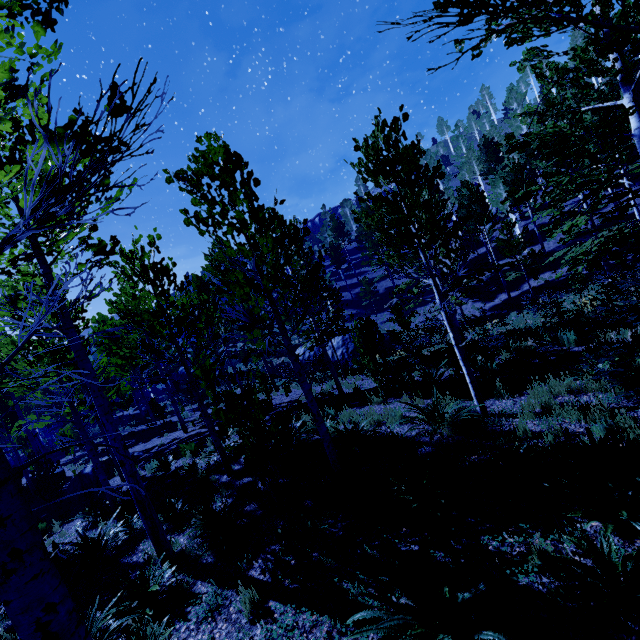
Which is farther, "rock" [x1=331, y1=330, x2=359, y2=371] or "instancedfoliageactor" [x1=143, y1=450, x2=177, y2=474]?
"rock" [x1=331, y1=330, x2=359, y2=371]

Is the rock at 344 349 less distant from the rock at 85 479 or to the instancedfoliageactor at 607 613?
the instancedfoliageactor at 607 613

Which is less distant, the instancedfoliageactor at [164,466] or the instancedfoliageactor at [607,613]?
the instancedfoliageactor at [607,613]

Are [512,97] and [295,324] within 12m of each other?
no

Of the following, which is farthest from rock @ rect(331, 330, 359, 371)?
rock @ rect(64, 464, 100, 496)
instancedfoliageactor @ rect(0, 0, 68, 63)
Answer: rock @ rect(64, 464, 100, 496)

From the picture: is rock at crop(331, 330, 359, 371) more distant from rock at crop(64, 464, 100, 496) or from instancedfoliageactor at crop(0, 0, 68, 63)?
rock at crop(64, 464, 100, 496)

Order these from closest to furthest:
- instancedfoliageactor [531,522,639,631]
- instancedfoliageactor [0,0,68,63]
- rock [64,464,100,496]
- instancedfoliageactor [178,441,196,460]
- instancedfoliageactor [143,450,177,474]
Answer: instancedfoliageactor [0,0,68,63]
instancedfoliageactor [531,522,639,631]
instancedfoliageactor [143,450,177,474]
instancedfoliageactor [178,441,196,460]
rock [64,464,100,496]
